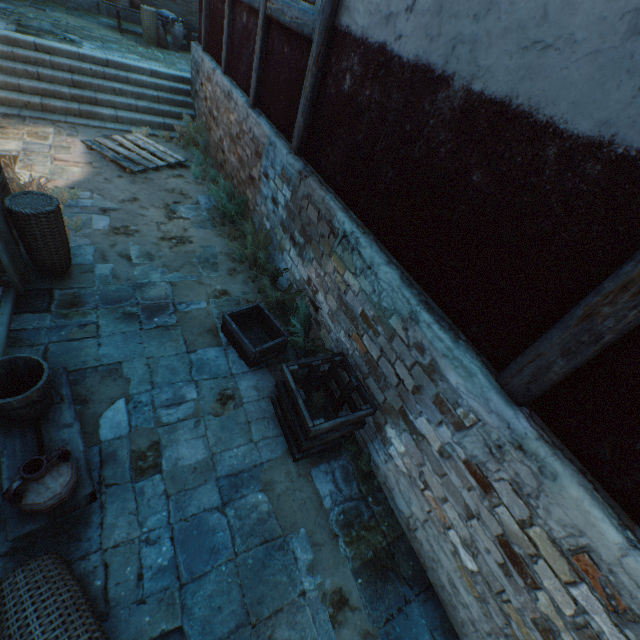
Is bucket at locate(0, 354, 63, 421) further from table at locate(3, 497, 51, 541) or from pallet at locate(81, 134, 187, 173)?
pallet at locate(81, 134, 187, 173)

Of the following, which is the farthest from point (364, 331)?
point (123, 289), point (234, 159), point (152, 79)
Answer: point (152, 79)

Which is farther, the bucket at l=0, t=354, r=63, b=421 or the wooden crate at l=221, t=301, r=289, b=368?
the wooden crate at l=221, t=301, r=289, b=368

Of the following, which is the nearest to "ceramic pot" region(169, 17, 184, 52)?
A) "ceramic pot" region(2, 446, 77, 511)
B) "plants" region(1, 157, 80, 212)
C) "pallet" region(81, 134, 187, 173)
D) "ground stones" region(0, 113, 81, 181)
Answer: "pallet" region(81, 134, 187, 173)

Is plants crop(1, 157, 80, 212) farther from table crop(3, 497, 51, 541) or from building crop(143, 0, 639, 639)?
table crop(3, 497, 51, 541)

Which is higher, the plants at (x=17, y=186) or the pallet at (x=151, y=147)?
the plants at (x=17, y=186)

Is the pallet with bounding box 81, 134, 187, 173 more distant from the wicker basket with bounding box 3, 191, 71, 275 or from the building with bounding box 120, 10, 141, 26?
the wicker basket with bounding box 3, 191, 71, 275

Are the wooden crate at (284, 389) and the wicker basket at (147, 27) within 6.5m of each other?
no
